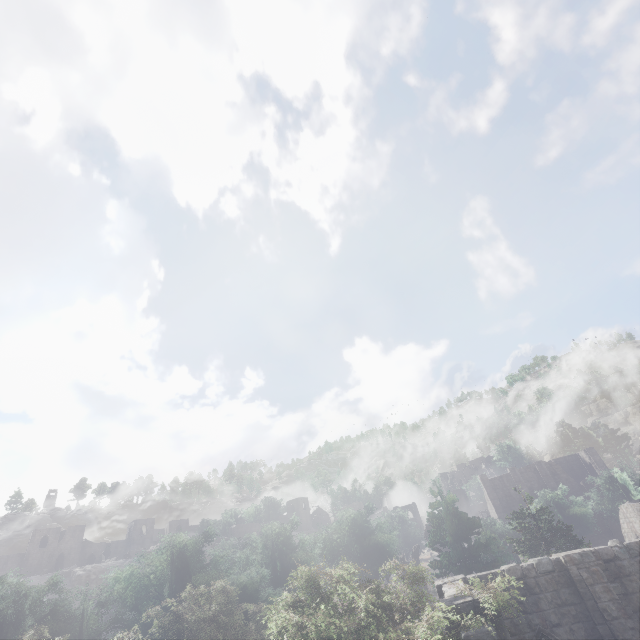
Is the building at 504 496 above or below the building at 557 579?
above

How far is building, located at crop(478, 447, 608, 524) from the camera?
51.81m

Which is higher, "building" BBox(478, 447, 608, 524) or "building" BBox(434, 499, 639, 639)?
"building" BBox(478, 447, 608, 524)

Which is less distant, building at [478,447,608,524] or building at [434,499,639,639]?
building at [434,499,639,639]

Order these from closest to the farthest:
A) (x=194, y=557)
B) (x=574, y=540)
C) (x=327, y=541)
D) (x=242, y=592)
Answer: (x=574, y=540), (x=242, y=592), (x=194, y=557), (x=327, y=541)

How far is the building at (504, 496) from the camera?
51.8 meters
